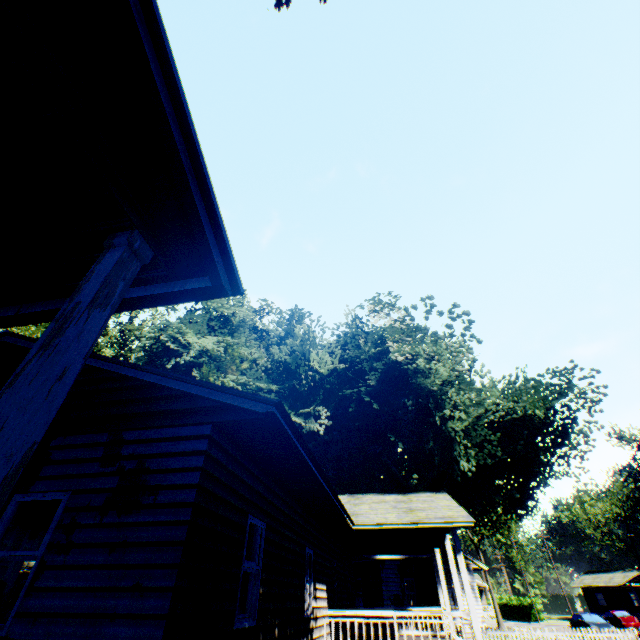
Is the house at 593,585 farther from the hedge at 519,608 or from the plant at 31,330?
the plant at 31,330

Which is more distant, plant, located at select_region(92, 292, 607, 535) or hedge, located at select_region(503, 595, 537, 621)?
hedge, located at select_region(503, 595, 537, 621)

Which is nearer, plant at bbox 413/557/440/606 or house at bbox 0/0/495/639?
house at bbox 0/0/495/639

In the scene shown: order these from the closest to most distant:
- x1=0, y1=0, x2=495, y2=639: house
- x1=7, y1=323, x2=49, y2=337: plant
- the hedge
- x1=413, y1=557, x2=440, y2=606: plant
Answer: x1=0, y1=0, x2=495, y2=639: house < x1=7, y1=323, x2=49, y2=337: plant < x1=413, y1=557, x2=440, y2=606: plant < the hedge

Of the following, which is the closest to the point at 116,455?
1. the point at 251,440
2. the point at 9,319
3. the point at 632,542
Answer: the point at 251,440

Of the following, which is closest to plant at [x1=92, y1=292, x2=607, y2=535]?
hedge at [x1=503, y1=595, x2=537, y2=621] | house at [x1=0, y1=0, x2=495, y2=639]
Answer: house at [x1=0, y1=0, x2=495, y2=639]

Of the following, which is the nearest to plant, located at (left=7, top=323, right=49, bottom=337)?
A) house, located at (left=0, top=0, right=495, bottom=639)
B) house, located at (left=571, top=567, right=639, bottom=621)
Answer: house, located at (left=0, top=0, right=495, bottom=639)

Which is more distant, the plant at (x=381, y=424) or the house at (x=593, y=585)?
the house at (x=593, y=585)
